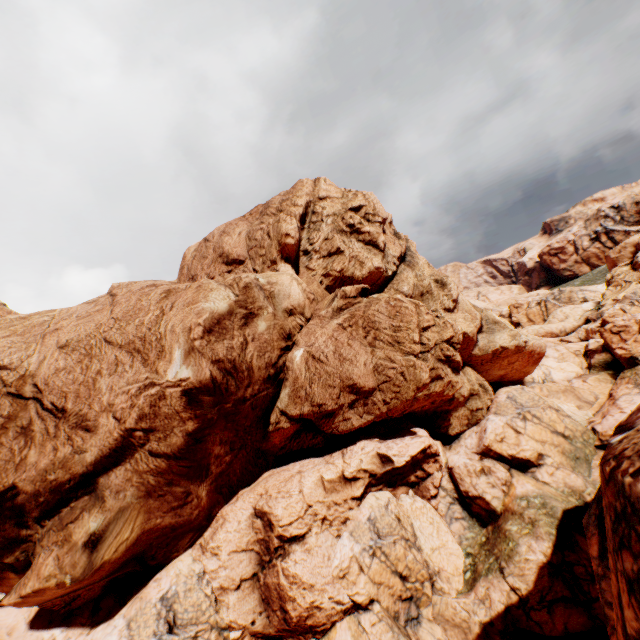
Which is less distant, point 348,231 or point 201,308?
point 201,308
